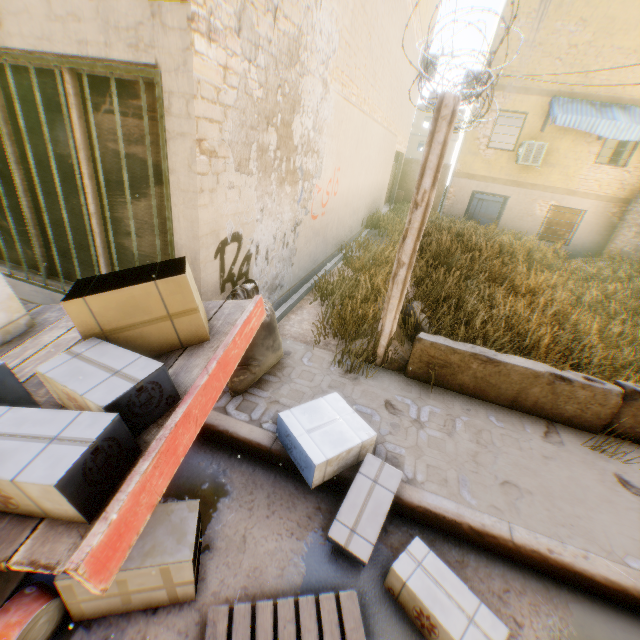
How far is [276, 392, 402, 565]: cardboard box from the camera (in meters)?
2.48

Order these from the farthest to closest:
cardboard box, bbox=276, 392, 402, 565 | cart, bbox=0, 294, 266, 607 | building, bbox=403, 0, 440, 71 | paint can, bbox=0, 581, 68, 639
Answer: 1. building, bbox=403, 0, 440, 71
2. cardboard box, bbox=276, 392, 402, 565
3. paint can, bbox=0, 581, 68, 639
4. cart, bbox=0, 294, 266, 607

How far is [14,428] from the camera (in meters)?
1.43

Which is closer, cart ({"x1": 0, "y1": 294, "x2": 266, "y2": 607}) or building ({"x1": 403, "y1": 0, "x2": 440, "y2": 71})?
cart ({"x1": 0, "y1": 294, "x2": 266, "y2": 607})

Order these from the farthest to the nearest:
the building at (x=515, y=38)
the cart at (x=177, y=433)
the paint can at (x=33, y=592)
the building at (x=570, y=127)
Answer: the building at (x=515, y=38) → the building at (x=570, y=127) → the paint can at (x=33, y=592) → the cart at (x=177, y=433)

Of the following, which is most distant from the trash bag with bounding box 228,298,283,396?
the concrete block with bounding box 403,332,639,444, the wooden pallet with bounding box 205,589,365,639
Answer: the wooden pallet with bounding box 205,589,365,639

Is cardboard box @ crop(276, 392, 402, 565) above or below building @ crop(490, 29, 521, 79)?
below

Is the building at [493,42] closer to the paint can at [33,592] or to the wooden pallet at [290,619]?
the wooden pallet at [290,619]
